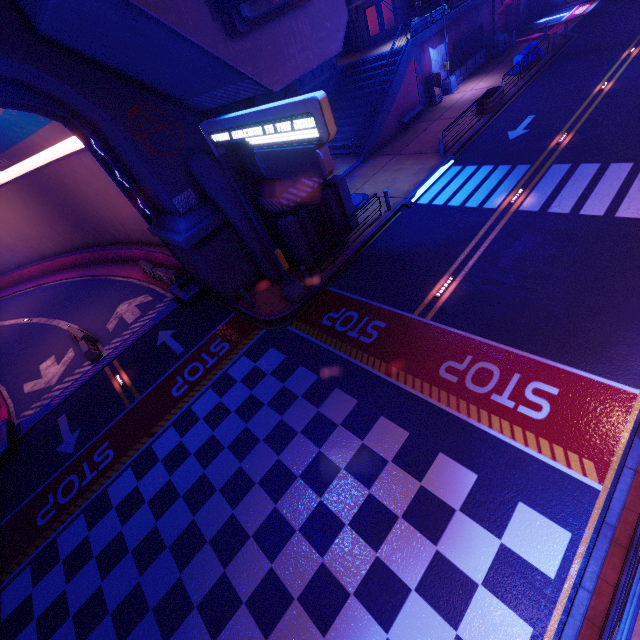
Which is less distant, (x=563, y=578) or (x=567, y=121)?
(x=563, y=578)

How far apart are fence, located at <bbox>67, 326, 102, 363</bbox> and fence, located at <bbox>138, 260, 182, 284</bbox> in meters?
5.2 m

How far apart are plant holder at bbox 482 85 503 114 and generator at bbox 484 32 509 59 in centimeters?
1061cm

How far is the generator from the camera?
27.44m

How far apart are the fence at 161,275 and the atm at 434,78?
23.0m

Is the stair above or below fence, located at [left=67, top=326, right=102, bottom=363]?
above

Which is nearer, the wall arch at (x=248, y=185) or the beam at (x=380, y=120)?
the wall arch at (x=248, y=185)

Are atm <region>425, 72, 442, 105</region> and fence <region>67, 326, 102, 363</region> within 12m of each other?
no
